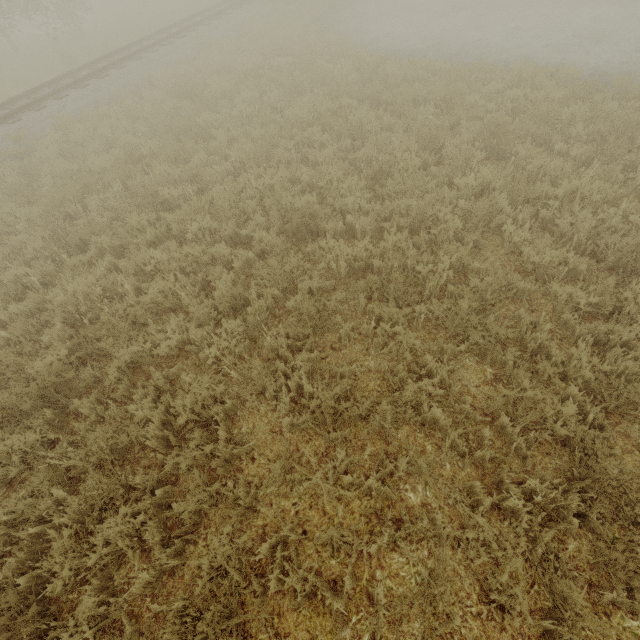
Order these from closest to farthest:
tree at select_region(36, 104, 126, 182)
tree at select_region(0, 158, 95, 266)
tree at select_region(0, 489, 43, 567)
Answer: tree at select_region(0, 489, 43, 567) < tree at select_region(0, 158, 95, 266) < tree at select_region(36, 104, 126, 182)

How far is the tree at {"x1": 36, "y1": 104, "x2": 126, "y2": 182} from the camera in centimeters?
838cm

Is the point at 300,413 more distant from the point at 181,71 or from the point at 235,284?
the point at 181,71

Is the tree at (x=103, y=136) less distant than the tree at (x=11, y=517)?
No

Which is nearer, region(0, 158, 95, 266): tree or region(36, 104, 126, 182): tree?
region(0, 158, 95, 266): tree

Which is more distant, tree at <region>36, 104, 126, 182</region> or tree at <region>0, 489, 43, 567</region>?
tree at <region>36, 104, 126, 182</region>

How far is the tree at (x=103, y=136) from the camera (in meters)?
8.38
